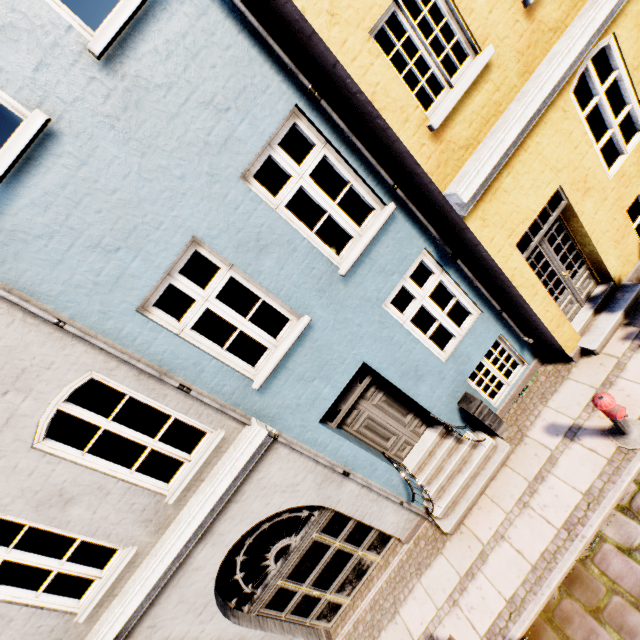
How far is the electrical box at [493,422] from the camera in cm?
567

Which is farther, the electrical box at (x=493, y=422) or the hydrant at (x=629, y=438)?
the electrical box at (x=493, y=422)

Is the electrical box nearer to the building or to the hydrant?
the building

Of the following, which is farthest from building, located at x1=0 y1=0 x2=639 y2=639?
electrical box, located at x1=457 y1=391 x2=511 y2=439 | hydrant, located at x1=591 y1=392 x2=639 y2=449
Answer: hydrant, located at x1=591 y1=392 x2=639 y2=449

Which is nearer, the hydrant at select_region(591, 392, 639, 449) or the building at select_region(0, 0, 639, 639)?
the building at select_region(0, 0, 639, 639)

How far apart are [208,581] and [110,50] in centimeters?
701cm
